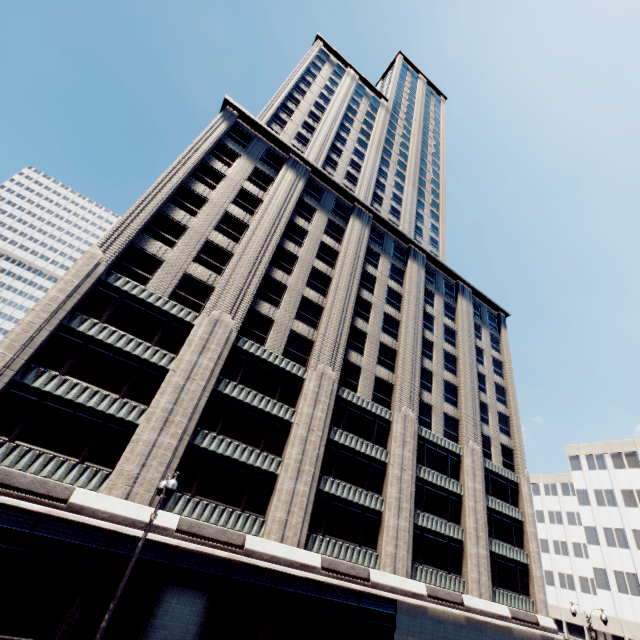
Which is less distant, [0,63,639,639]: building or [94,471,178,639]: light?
[94,471,178,639]: light

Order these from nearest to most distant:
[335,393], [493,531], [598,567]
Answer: [335,393]
[493,531]
[598,567]

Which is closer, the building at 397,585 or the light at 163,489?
the light at 163,489
